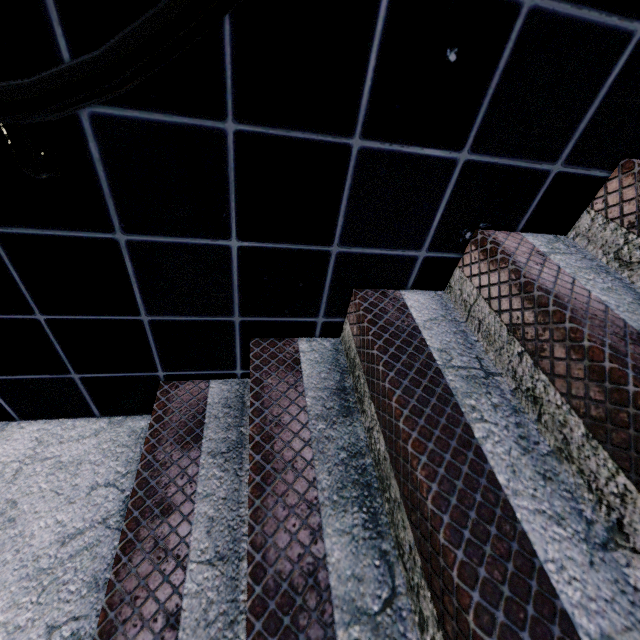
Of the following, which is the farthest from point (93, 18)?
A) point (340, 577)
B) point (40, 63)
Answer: point (340, 577)
